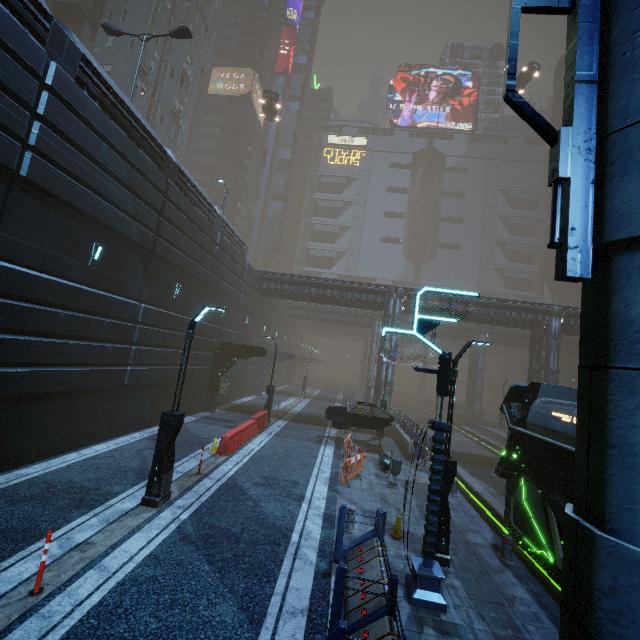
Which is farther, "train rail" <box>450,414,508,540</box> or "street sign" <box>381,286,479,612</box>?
"train rail" <box>450,414,508,540</box>

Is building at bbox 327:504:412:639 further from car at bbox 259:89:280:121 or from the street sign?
car at bbox 259:89:280:121

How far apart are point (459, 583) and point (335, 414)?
11.3m

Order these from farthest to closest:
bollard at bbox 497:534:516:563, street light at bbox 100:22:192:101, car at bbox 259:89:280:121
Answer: car at bbox 259:89:280:121, street light at bbox 100:22:192:101, bollard at bbox 497:534:516:563

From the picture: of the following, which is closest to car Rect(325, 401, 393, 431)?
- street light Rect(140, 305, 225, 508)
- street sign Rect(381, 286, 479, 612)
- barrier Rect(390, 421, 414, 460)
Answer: barrier Rect(390, 421, 414, 460)

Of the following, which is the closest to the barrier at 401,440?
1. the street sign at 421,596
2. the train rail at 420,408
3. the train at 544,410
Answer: the train rail at 420,408

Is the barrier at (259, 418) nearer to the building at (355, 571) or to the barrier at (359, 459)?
the building at (355, 571)

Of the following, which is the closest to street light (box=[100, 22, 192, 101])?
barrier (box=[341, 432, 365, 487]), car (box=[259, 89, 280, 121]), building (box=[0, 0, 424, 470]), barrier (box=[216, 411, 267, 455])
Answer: building (box=[0, 0, 424, 470])
